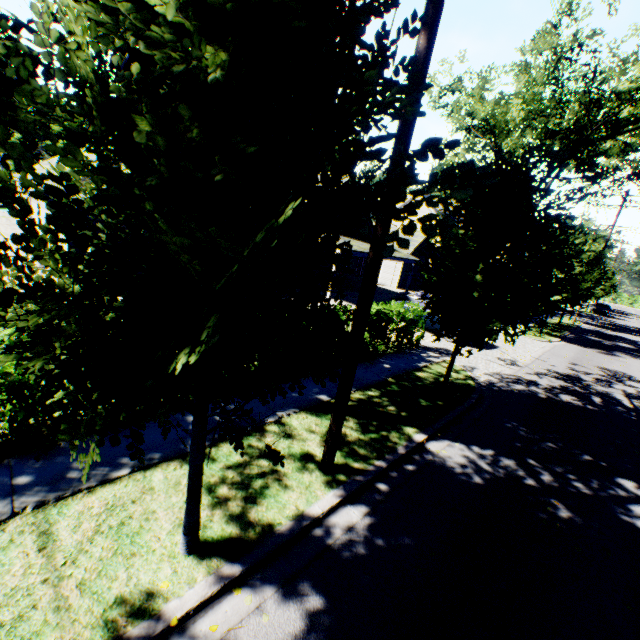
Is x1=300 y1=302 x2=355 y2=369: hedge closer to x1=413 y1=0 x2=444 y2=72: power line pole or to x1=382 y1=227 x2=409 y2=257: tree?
x1=413 y1=0 x2=444 y2=72: power line pole

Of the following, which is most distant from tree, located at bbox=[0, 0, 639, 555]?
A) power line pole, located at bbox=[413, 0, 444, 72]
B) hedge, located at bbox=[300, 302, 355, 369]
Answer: hedge, located at bbox=[300, 302, 355, 369]

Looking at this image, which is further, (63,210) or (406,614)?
(406,614)

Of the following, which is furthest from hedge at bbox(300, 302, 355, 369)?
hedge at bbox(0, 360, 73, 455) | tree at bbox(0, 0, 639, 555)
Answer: tree at bbox(0, 0, 639, 555)

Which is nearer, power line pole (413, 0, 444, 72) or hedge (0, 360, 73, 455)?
power line pole (413, 0, 444, 72)

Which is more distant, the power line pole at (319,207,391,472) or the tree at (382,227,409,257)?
the power line pole at (319,207,391,472)

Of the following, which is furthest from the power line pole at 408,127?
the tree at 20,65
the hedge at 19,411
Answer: the hedge at 19,411

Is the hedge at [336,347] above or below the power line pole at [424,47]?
below
